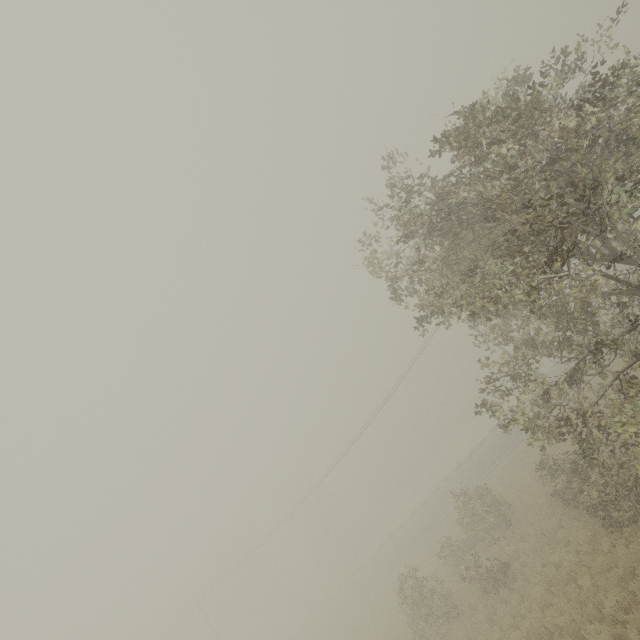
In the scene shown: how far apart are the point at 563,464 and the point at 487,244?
13.5 meters

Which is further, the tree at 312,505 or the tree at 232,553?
the tree at 312,505

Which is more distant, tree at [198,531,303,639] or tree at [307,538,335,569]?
tree at [307,538,335,569]

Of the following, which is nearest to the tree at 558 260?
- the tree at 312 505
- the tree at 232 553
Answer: the tree at 312 505

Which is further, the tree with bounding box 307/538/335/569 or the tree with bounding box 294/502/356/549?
the tree with bounding box 294/502/356/549

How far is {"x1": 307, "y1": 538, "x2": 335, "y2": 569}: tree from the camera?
55.6 meters

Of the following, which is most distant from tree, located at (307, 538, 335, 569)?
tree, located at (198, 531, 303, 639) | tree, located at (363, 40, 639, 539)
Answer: tree, located at (363, 40, 639, 539)
